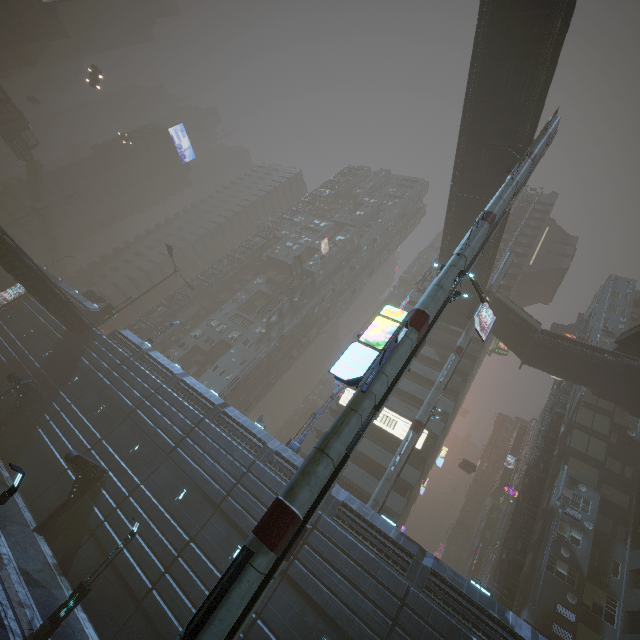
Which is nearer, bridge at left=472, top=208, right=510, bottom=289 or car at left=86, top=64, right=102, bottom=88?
bridge at left=472, top=208, right=510, bottom=289

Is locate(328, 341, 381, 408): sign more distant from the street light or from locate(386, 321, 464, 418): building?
the street light

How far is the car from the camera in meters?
55.7

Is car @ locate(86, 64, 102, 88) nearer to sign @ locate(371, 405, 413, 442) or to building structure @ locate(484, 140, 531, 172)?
building structure @ locate(484, 140, 531, 172)

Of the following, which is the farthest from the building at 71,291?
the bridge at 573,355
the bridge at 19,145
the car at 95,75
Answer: the car at 95,75

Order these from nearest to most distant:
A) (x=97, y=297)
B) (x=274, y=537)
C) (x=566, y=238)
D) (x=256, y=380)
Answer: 1. (x=274, y=537)
2. (x=97, y=297)
3. (x=256, y=380)
4. (x=566, y=238)

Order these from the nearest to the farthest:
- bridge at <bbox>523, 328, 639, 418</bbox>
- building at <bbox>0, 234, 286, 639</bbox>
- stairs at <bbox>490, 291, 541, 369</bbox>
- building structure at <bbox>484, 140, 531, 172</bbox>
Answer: building at <bbox>0, 234, 286, 639</bbox>, building structure at <bbox>484, 140, 531, 172</bbox>, bridge at <bbox>523, 328, 639, 418</bbox>, stairs at <bbox>490, 291, 541, 369</bbox>

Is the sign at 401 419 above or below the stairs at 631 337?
below
